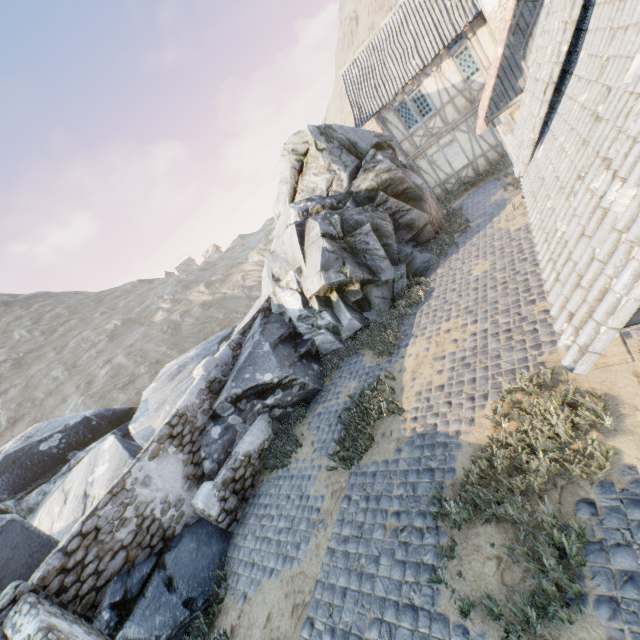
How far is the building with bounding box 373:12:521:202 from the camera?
13.4m

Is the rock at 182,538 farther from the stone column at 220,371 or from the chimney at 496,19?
the chimney at 496,19

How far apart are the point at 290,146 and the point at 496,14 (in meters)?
9.17

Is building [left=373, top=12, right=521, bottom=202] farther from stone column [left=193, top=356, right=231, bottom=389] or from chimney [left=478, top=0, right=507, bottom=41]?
stone column [left=193, top=356, right=231, bottom=389]

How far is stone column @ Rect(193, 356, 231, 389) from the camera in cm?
1038

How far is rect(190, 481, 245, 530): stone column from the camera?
8.09m

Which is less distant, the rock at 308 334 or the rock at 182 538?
the rock at 182 538

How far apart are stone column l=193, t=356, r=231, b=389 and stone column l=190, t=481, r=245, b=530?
2.75m
